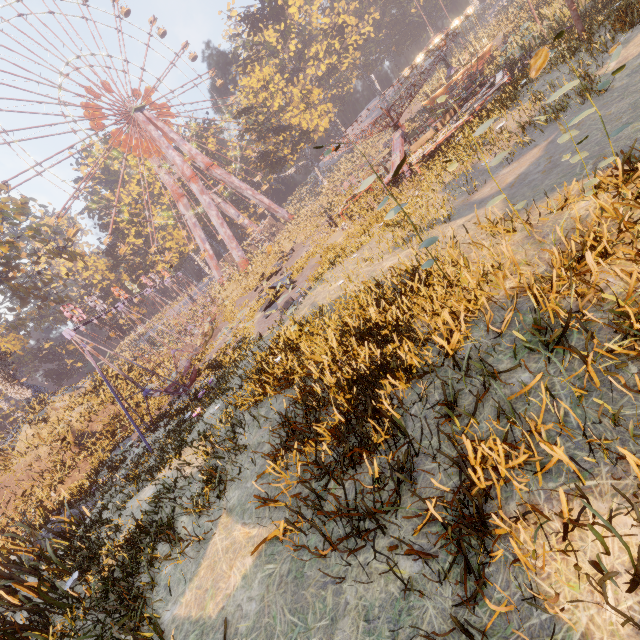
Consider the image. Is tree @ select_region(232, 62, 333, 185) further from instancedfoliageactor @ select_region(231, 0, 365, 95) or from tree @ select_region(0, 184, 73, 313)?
tree @ select_region(0, 184, 73, 313)

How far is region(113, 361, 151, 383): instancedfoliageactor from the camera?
26.0m

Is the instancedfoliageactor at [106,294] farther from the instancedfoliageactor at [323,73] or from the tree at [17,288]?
the instancedfoliageactor at [323,73]

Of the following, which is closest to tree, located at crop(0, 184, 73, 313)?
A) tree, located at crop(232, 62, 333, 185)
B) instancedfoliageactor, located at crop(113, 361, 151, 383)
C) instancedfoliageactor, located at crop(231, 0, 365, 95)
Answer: instancedfoliageactor, located at crop(113, 361, 151, 383)

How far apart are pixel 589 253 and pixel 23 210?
31.7m

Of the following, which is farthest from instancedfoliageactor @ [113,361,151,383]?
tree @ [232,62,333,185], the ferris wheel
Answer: tree @ [232,62,333,185]

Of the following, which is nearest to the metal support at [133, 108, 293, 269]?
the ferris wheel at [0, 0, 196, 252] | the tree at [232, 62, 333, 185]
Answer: the ferris wheel at [0, 0, 196, 252]

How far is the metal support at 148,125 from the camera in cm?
4747
